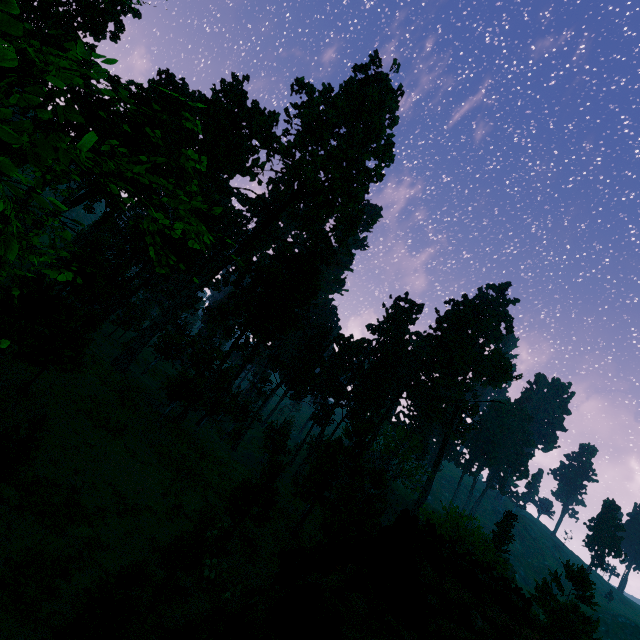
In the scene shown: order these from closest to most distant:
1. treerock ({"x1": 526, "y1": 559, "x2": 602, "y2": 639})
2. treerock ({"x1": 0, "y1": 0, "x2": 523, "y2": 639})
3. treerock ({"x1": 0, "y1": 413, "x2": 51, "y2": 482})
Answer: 1. treerock ({"x1": 0, "y1": 0, "x2": 523, "y2": 639})
2. treerock ({"x1": 0, "y1": 413, "x2": 51, "y2": 482})
3. treerock ({"x1": 526, "y1": 559, "x2": 602, "y2": 639})

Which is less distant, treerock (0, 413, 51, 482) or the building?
the building

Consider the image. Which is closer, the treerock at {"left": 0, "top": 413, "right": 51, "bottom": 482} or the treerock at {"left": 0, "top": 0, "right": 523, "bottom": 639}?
the treerock at {"left": 0, "top": 0, "right": 523, "bottom": 639}

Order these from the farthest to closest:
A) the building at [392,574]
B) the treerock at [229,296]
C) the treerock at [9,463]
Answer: the treerock at [9,463] → the treerock at [229,296] → the building at [392,574]

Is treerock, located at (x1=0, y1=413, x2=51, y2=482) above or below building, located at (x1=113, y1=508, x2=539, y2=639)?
below

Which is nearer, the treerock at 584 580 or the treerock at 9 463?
the treerock at 9 463

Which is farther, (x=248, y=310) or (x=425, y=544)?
(x=248, y=310)

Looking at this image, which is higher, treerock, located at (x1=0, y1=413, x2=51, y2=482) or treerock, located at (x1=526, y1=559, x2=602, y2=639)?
treerock, located at (x1=526, y1=559, x2=602, y2=639)
